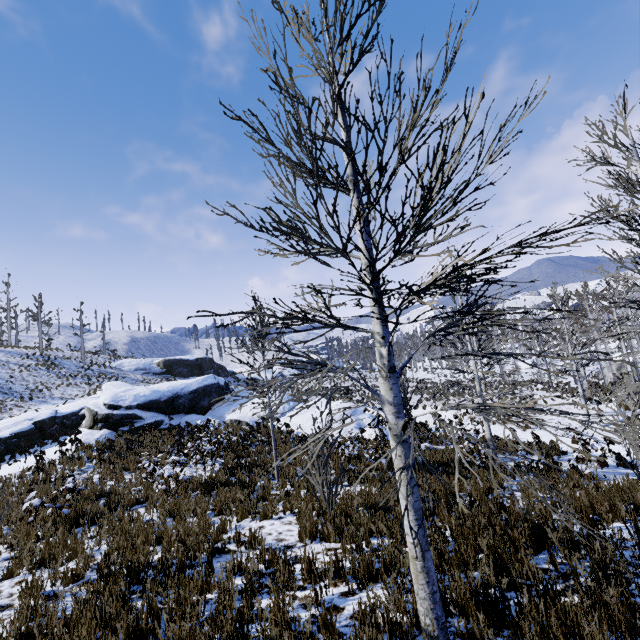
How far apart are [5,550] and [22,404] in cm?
2370
